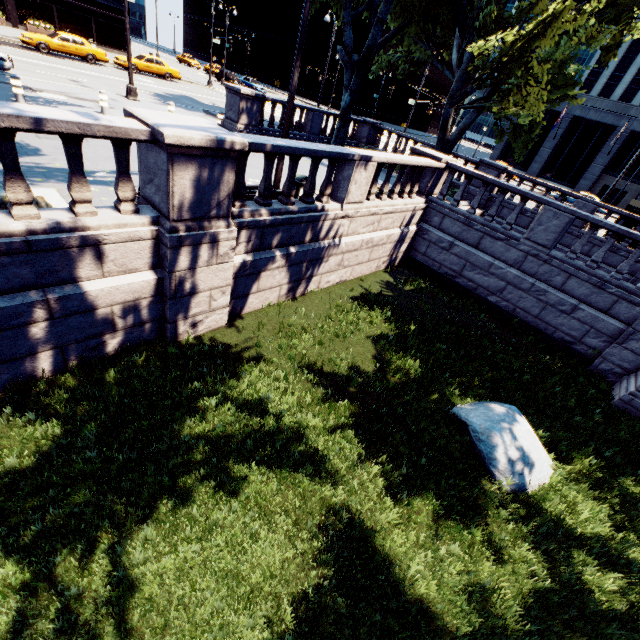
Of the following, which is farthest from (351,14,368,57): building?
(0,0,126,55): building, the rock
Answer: the rock

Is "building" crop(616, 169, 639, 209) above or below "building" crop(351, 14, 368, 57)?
below

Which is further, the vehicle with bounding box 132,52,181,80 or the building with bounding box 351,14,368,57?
the building with bounding box 351,14,368,57

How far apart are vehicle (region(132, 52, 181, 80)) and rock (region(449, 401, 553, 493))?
35.7 meters

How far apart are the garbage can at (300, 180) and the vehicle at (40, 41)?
27.49m

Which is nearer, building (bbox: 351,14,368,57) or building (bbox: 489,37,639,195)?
building (bbox: 489,37,639,195)

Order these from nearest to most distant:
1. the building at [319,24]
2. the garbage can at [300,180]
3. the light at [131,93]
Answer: the garbage can at [300,180]
the light at [131,93]
the building at [319,24]

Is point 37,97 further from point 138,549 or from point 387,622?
point 387,622
